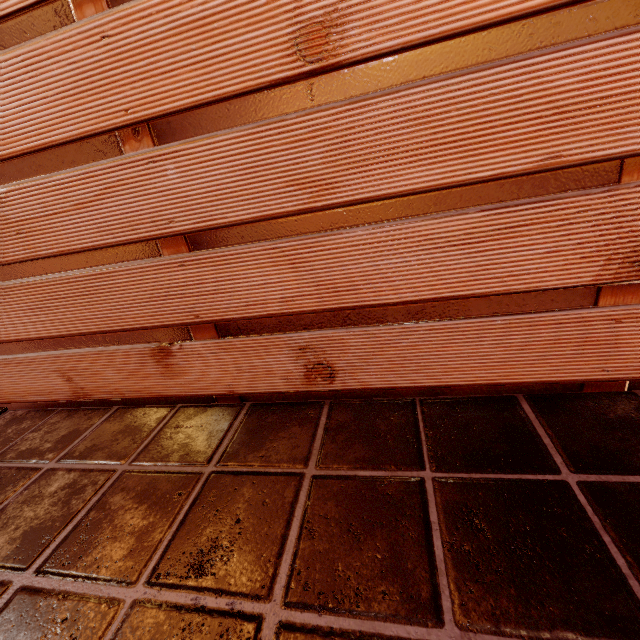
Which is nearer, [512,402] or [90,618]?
[90,618]
